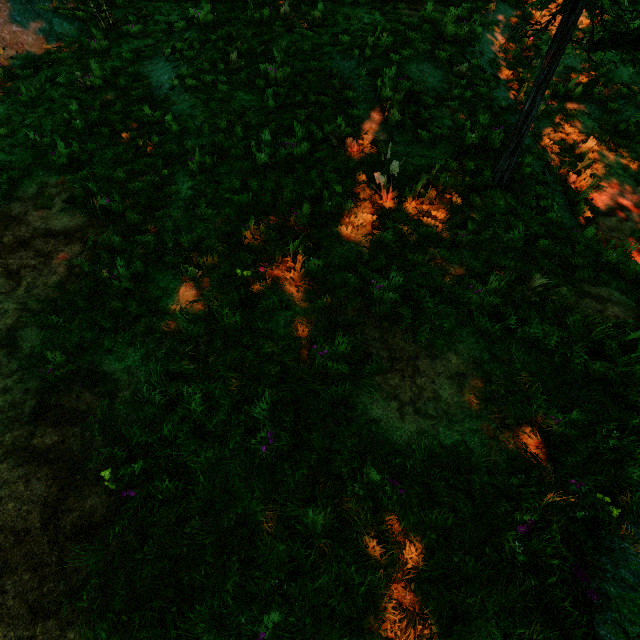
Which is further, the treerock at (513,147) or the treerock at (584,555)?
the treerock at (513,147)

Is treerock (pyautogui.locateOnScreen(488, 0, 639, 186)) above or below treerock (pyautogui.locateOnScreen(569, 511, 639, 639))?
above

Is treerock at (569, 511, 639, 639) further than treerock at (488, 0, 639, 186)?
No

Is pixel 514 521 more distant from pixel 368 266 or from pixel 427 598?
pixel 368 266

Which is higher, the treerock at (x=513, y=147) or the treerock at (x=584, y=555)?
the treerock at (x=513, y=147)
